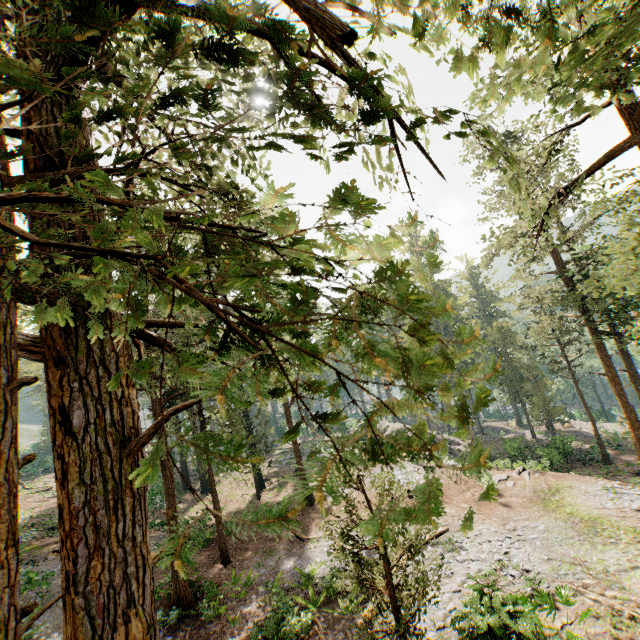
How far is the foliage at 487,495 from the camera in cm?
93

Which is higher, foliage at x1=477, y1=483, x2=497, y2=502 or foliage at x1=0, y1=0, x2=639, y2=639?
foliage at x1=477, y1=483, x2=497, y2=502

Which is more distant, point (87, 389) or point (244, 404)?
point (87, 389)

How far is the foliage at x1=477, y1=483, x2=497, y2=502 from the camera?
0.93m

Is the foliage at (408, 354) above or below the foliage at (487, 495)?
below
